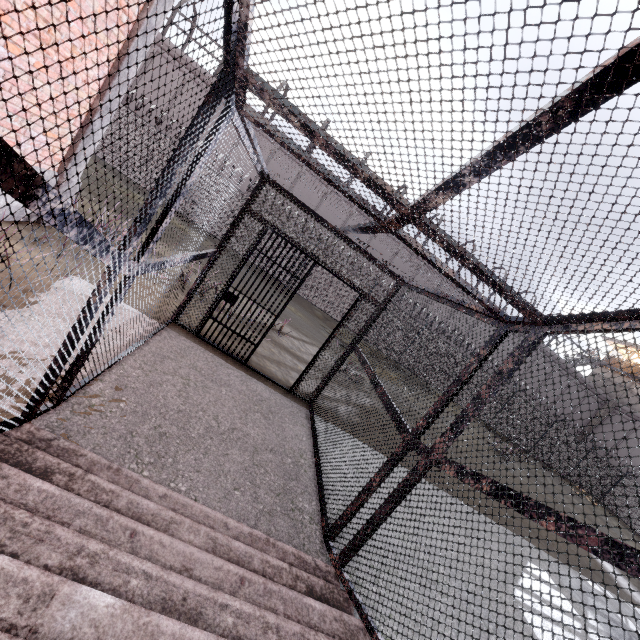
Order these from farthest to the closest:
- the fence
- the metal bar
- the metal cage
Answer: the fence, the metal bar, the metal cage

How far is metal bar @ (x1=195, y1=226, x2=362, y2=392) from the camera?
5.65m

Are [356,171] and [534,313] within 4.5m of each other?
yes

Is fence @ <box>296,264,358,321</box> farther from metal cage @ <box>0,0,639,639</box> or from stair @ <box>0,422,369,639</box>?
stair @ <box>0,422,369,639</box>

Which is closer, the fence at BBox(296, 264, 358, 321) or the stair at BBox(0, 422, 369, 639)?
the stair at BBox(0, 422, 369, 639)

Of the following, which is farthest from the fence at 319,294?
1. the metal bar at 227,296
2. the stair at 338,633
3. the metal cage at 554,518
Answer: the metal bar at 227,296

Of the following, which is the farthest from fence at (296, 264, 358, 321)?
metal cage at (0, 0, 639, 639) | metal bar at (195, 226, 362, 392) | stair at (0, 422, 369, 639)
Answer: metal bar at (195, 226, 362, 392)

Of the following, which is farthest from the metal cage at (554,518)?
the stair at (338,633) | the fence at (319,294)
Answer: the fence at (319,294)
